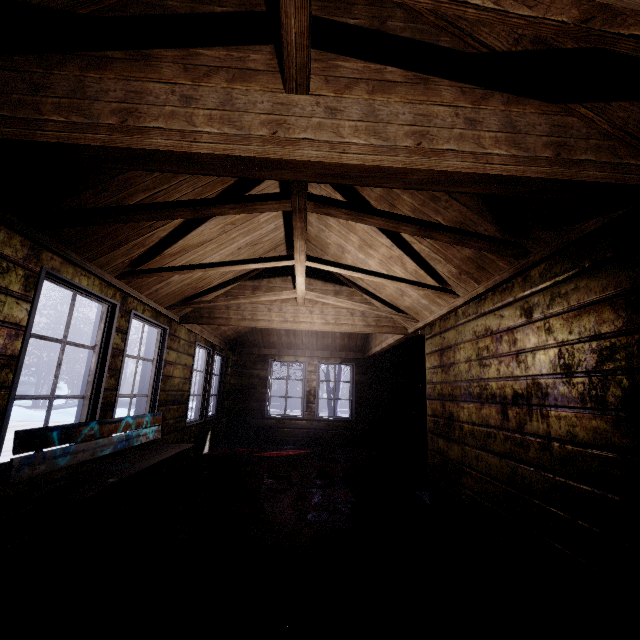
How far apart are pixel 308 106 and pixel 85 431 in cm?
269

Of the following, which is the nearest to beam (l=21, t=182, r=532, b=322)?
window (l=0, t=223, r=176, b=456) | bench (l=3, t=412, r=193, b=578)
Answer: window (l=0, t=223, r=176, b=456)

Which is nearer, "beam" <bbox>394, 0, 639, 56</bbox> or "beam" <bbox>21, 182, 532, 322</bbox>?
"beam" <bbox>394, 0, 639, 56</bbox>

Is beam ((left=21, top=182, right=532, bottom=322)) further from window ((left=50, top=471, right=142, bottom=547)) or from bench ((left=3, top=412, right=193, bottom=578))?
bench ((left=3, top=412, right=193, bottom=578))

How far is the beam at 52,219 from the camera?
1.9m

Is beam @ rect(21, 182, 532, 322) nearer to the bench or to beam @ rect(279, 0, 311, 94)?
beam @ rect(279, 0, 311, 94)

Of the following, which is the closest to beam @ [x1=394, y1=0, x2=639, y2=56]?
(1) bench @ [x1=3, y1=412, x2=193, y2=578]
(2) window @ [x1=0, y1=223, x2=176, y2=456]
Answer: (2) window @ [x1=0, y1=223, x2=176, y2=456]

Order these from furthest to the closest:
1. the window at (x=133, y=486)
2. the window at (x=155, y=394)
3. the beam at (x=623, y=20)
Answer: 1. the window at (x=133, y=486)
2. the window at (x=155, y=394)
3. the beam at (x=623, y=20)
